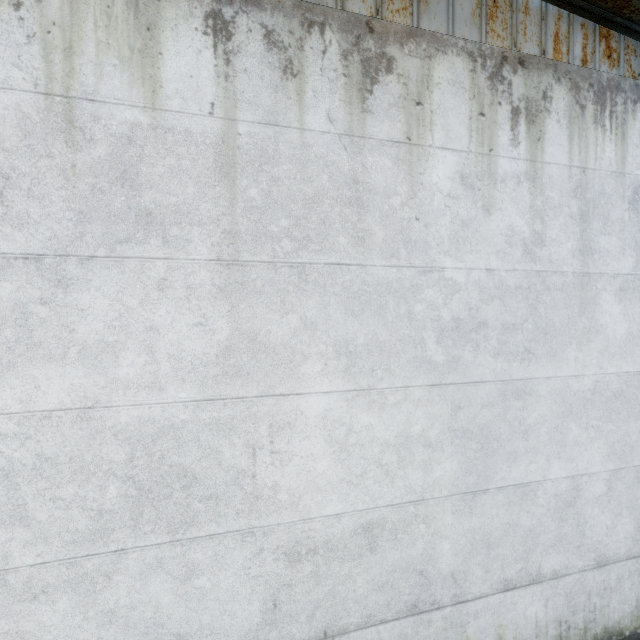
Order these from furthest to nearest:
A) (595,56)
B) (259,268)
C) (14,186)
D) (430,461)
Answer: (595,56)
(430,461)
(259,268)
(14,186)
